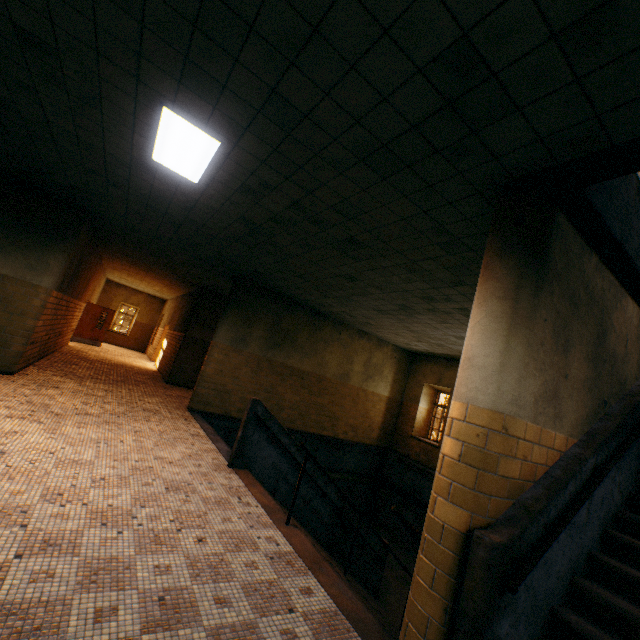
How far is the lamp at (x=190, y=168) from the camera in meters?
3.4

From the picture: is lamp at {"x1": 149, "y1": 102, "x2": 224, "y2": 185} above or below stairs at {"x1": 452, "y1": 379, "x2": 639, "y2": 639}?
above

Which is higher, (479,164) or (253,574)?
(479,164)

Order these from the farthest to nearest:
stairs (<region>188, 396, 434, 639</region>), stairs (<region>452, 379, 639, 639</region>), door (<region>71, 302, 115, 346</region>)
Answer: door (<region>71, 302, 115, 346</region>), stairs (<region>188, 396, 434, 639</region>), stairs (<region>452, 379, 639, 639</region>)

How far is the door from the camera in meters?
16.3 m

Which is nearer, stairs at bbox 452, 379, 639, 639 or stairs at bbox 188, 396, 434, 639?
stairs at bbox 452, 379, 639, 639

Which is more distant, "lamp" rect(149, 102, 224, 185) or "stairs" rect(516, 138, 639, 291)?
"lamp" rect(149, 102, 224, 185)

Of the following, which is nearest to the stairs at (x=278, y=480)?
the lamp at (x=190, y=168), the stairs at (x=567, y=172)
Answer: the stairs at (x=567, y=172)
